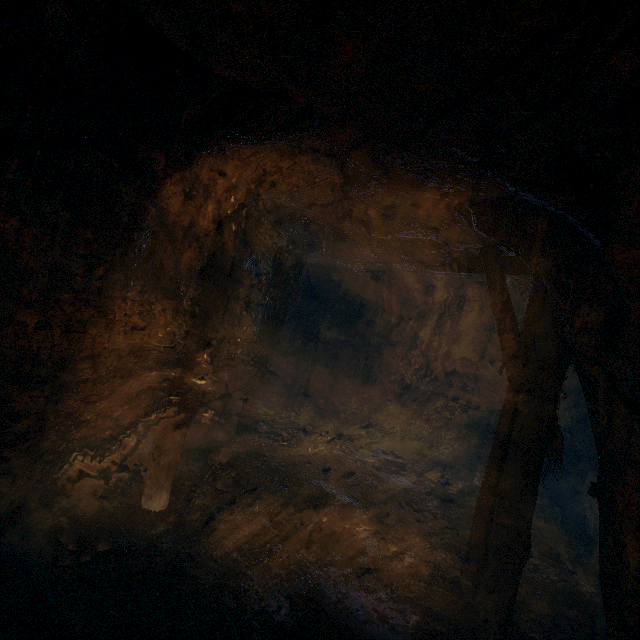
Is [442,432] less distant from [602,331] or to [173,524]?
[602,331]

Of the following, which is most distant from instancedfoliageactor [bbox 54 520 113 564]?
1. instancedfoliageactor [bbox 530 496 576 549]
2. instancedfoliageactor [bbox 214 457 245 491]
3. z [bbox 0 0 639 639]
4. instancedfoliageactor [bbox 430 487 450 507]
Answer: instancedfoliageactor [bbox 530 496 576 549]

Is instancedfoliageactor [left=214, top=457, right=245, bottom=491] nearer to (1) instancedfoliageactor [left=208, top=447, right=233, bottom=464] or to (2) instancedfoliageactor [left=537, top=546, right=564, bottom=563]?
(1) instancedfoliageactor [left=208, top=447, right=233, bottom=464]

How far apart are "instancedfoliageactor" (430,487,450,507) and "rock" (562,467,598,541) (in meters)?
2.86

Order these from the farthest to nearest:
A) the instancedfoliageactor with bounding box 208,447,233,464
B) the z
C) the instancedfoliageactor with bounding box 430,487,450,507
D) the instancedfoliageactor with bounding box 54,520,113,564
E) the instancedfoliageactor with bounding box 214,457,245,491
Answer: the instancedfoliageactor with bounding box 430,487,450,507 → the instancedfoliageactor with bounding box 208,447,233,464 → the instancedfoliageactor with bounding box 214,457,245,491 → the instancedfoliageactor with bounding box 54,520,113,564 → the z

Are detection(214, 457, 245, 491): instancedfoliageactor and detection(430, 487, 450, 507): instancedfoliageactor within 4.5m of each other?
yes

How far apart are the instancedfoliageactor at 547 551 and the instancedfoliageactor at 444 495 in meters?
1.5 m

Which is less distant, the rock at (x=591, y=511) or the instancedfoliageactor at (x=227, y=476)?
the instancedfoliageactor at (x=227, y=476)
